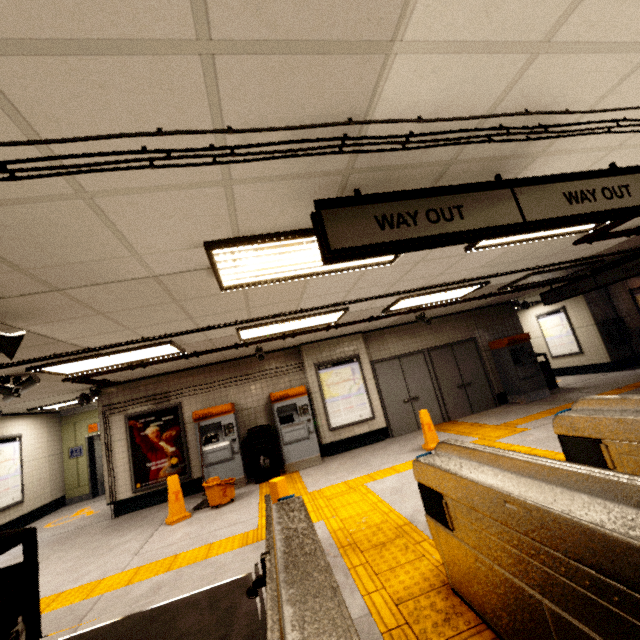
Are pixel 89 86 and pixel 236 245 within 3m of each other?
yes

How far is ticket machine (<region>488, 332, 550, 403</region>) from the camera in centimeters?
905cm

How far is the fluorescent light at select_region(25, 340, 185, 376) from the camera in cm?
476

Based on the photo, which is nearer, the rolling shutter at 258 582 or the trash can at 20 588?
the rolling shutter at 258 582

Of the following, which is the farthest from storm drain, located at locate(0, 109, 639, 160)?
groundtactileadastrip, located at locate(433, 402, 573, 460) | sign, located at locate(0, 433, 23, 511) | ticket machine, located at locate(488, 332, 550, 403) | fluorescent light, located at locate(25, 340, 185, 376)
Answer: groundtactileadastrip, located at locate(433, 402, 573, 460)

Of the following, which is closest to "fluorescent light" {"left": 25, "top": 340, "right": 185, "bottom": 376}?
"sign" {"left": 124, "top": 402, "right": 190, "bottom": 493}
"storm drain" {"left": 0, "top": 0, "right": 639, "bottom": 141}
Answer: "storm drain" {"left": 0, "top": 0, "right": 639, "bottom": 141}

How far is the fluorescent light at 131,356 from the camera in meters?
4.8 m

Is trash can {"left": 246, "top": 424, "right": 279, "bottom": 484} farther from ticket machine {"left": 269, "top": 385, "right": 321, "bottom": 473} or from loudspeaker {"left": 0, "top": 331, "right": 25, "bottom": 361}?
loudspeaker {"left": 0, "top": 331, "right": 25, "bottom": 361}
